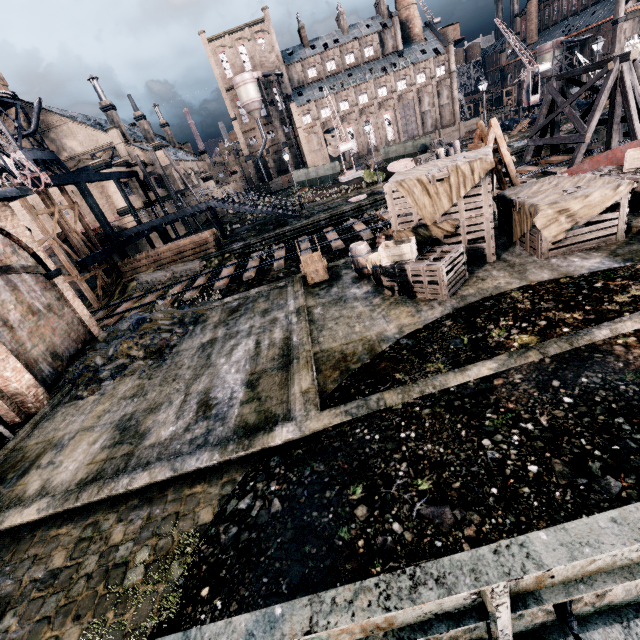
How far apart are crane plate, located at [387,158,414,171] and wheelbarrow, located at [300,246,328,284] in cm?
2374

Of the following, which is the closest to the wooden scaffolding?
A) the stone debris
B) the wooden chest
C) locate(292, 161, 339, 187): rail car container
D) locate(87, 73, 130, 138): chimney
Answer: the stone debris

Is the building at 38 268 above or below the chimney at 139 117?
below

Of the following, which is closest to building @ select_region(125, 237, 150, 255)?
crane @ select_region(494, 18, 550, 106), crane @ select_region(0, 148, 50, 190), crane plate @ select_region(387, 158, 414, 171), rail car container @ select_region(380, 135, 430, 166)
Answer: crane @ select_region(0, 148, 50, 190)

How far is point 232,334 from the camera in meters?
13.3 m

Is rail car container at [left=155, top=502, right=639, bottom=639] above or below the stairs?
below

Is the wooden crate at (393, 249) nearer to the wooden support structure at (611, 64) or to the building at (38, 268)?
the building at (38, 268)

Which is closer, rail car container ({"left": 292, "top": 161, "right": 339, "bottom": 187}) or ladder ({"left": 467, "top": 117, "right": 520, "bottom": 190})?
ladder ({"left": 467, "top": 117, "right": 520, "bottom": 190})
